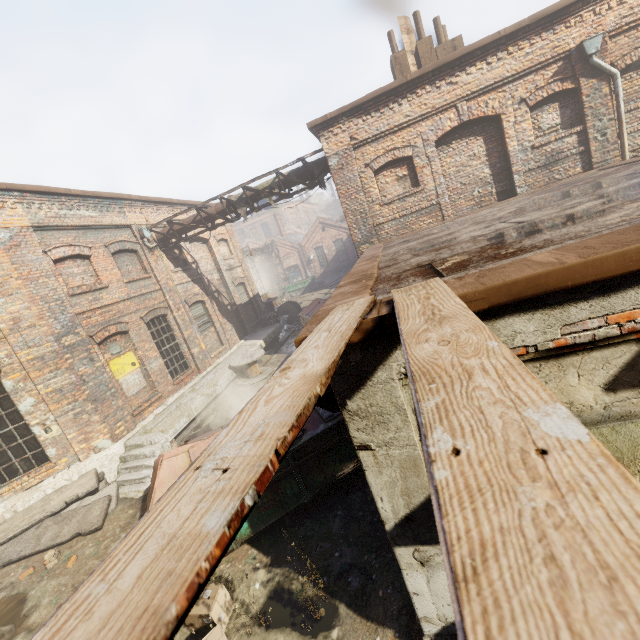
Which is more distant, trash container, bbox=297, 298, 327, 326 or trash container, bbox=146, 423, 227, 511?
trash container, bbox=297, 298, 327, 326

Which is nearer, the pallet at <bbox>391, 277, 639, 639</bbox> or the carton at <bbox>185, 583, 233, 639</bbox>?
the pallet at <bbox>391, 277, 639, 639</bbox>

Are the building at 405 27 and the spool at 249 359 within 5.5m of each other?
no

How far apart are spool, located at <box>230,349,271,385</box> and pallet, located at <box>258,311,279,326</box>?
5.1 meters

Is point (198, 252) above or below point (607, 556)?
above

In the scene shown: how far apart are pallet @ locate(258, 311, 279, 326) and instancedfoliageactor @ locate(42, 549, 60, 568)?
13.5 meters

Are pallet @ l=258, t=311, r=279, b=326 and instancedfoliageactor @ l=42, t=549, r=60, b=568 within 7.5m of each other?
no

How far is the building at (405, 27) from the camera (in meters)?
10.92
